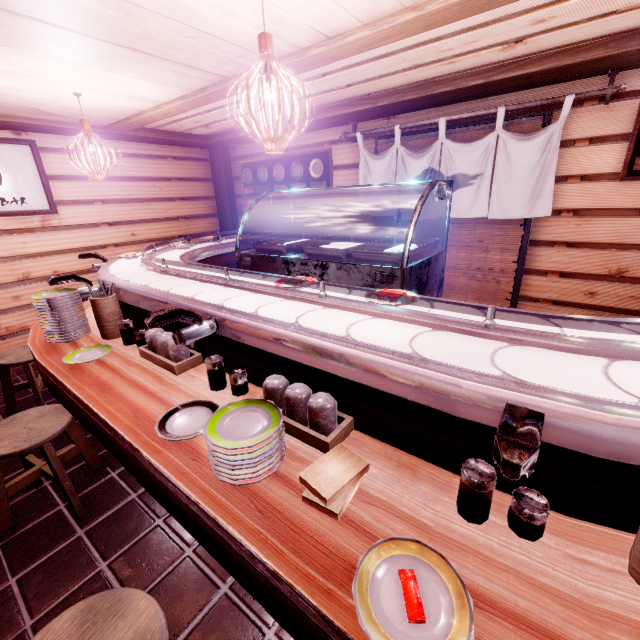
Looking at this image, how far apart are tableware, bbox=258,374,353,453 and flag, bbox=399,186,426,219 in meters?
5.8

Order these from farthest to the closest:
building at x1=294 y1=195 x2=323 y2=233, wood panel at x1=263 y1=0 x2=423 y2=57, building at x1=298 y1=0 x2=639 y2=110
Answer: building at x1=294 y1=195 x2=323 y2=233, building at x1=298 y1=0 x2=639 y2=110, wood panel at x1=263 y1=0 x2=423 y2=57

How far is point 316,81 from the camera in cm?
563

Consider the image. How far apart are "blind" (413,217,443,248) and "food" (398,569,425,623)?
6.8 meters

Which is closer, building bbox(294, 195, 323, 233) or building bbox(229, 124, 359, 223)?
building bbox(229, 124, 359, 223)

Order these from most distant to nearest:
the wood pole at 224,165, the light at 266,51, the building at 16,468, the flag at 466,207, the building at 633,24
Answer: the wood pole at 224,165
the flag at 466,207
the building at 16,468
the building at 633,24
the light at 266,51

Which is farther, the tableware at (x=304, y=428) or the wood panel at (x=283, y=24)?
the wood panel at (x=283, y=24)

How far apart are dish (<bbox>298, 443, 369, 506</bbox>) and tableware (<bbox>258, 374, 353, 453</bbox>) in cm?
19
